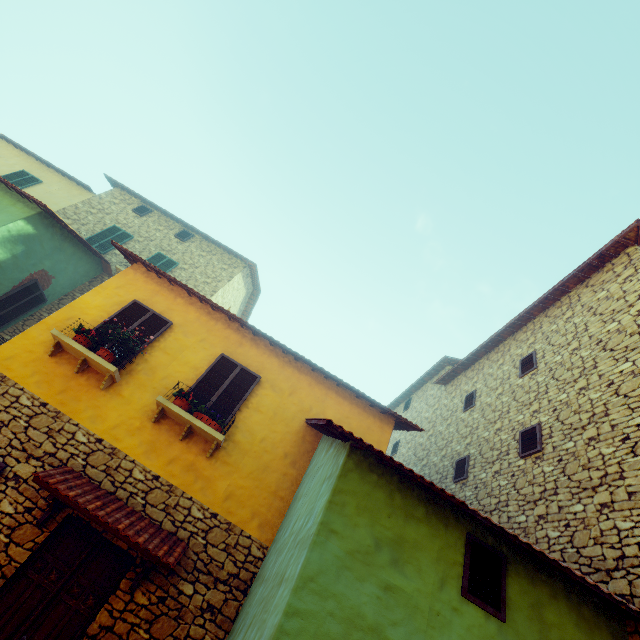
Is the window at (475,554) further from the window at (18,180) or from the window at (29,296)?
the window at (18,180)

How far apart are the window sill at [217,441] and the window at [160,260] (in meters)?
8.50

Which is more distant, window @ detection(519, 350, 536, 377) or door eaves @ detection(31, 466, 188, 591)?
window @ detection(519, 350, 536, 377)

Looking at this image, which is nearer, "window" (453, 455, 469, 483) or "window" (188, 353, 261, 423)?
"window" (188, 353, 261, 423)

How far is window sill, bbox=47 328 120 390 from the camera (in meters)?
6.24

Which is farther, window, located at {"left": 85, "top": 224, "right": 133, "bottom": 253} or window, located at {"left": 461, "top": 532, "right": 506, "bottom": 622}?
window, located at {"left": 85, "top": 224, "right": 133, "bottom": 253}

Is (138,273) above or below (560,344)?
below

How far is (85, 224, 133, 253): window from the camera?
13.7m
